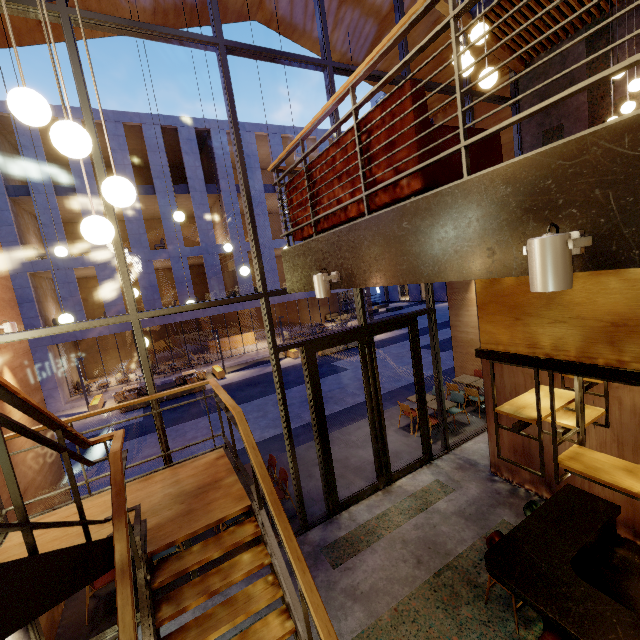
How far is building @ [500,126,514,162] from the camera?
9.0 meters

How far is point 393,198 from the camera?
2.7m

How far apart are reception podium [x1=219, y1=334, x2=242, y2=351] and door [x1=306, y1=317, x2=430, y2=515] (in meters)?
22.08

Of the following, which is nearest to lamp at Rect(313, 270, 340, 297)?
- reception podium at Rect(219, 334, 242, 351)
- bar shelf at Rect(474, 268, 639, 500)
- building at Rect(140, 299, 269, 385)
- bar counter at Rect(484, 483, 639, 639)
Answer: bar shelf at Rect(474, 268, 639, 500)

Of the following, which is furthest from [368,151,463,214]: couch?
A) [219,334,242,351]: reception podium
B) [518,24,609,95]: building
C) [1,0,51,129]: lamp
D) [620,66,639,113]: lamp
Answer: [219,334,242,351]: reception podium

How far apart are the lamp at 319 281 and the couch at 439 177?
0.5 meters

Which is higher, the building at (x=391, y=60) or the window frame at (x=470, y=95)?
the building at (x=391, y=60)
